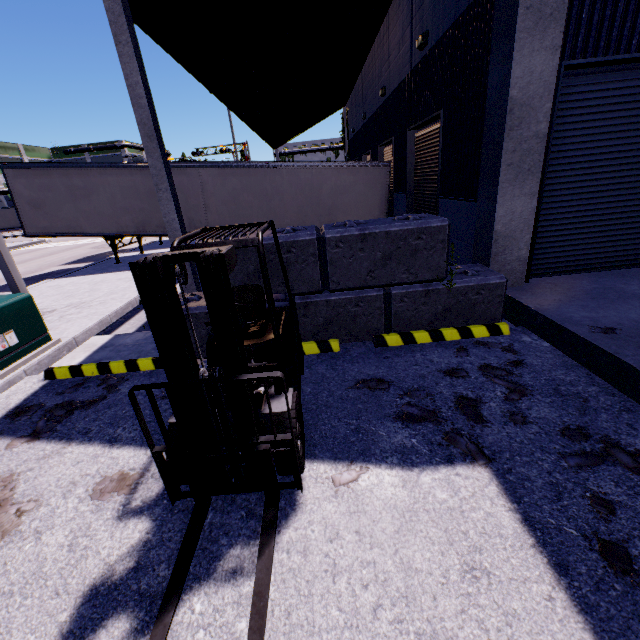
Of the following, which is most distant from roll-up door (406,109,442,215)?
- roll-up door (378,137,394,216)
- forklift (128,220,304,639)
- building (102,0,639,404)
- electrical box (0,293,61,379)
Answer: electrical box (0,293,61,379)

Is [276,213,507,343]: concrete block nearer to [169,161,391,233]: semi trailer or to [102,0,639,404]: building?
[102,0,639,404]: building

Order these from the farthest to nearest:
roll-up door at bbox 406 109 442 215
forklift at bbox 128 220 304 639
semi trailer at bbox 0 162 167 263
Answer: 1. semi trailer at bbox 0 162 167 263
2. roll-up door at bbox 406 109 442 215
3. forklift at bbox 128 220 304 639

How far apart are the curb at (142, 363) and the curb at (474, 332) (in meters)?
3.30

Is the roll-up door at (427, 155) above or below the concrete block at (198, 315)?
above

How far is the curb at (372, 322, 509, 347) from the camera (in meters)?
5.21

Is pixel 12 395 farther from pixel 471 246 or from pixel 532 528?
pixel 471 246

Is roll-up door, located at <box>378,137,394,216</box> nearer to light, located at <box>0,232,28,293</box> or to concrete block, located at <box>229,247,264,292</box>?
concrete block, located at <box>229,247,264,292</box>
